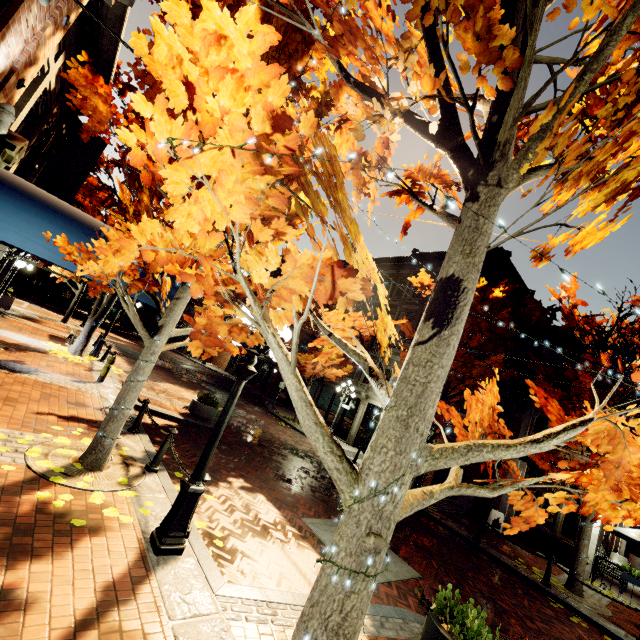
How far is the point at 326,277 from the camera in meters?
1.3

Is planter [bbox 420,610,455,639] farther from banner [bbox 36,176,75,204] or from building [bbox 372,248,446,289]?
banner [bbox 36,176,75,204]

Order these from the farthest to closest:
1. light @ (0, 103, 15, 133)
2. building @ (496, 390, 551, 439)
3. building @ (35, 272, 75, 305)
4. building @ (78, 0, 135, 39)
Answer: building @ (35, 272, 75, 305), building @ (496, 390, 551, 439), building @ (78, 0, 135, 39), light @ (0, 103, 15, 133)

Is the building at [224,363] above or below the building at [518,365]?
below

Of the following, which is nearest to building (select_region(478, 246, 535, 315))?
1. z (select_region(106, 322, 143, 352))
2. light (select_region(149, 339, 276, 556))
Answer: z (select_region(106, 322, 143, 352))

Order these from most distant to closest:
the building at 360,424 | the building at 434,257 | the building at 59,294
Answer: the building at 59,294, the building at 434,257, the building at 360,424

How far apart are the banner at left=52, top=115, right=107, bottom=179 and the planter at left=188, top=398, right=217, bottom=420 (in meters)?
6.64
